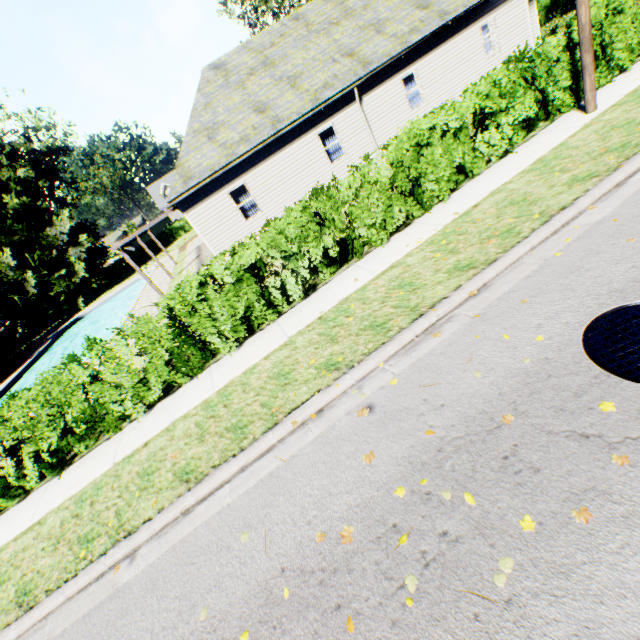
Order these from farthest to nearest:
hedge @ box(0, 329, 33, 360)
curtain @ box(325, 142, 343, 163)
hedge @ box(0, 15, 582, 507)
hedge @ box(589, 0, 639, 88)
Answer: hedge @ box(0, 329, 33, 360) < curtain @ box(325, 142, 343, 163) < hedge @ box(589, 0, 639, 88) < hedge @ box(0, 15, 582, 507)

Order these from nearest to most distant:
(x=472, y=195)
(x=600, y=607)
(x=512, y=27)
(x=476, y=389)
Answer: (x=600, y=607) < (x=476, y=389) < (x=472, y=195) < (x=512, y=27)

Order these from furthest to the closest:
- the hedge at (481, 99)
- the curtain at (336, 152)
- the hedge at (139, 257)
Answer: the hedge at (139, 257), the curtain at (336, 152), the hedge at (481, 99)

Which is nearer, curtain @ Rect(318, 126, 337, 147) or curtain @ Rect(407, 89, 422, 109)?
curtain @ Rect(318, 126, 337, 147)

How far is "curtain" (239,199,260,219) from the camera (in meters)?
15.24

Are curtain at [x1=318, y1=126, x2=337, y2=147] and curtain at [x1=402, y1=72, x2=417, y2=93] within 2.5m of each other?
no

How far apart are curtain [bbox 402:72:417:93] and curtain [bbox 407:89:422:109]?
0.09m

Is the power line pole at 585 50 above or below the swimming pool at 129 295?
above
